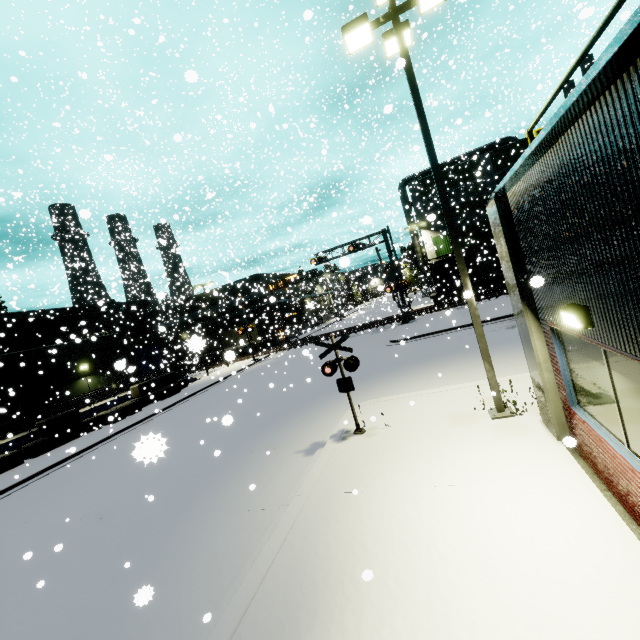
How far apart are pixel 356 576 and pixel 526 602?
2.1 meters

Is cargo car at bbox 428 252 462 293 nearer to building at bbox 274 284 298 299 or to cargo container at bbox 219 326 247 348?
building at bbox 274 284 298 299

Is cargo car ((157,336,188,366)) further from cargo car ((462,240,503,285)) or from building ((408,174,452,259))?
cargo car ((462,240,503,285))

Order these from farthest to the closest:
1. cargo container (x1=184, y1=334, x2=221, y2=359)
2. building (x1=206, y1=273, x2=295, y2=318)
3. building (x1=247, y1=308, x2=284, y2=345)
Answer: building (x1=206, y1=273, x2=295, y2=318) → building (x1=247, y1=308, x2=284, y2=345) → cargo container (x1=184, y1=334, x2=221, y2=359)

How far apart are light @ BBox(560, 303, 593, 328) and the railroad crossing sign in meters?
Result: 5.0

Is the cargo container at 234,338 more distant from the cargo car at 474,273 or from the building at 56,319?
the cargo car at 474,273

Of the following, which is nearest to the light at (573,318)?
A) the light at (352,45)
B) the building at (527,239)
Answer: the building at (527,239)

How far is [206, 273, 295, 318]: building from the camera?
37.2 meters
